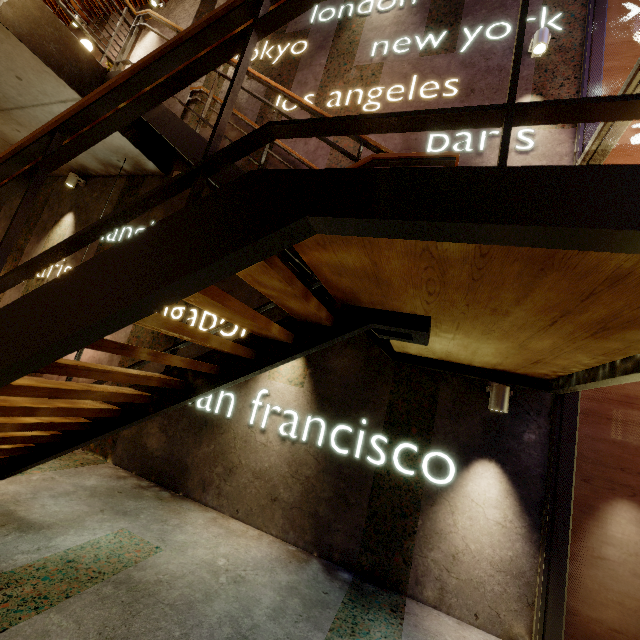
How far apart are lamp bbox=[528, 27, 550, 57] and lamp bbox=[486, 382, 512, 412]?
4.14m

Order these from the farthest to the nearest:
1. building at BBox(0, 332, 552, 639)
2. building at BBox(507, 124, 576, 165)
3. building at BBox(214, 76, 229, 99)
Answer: building at BBox(214, 76, 229, 99), building at BBox(507, 124, 576, 165), building at BBox(0, 332, 552, 639)

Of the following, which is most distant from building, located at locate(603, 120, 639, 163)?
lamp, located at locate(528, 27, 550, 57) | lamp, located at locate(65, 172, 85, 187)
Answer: lamp, located at locate(65, 172, 85, 187)

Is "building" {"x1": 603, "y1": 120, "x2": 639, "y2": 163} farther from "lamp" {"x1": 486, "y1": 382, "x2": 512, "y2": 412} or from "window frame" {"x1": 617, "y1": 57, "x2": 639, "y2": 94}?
"lamp" {"x1": 486, "y1": 382, "x2": 512, "y2": 412}

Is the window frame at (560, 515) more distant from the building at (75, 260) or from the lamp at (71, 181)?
the lamp at (71, 181)

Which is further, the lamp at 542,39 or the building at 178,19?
the building at 178,19

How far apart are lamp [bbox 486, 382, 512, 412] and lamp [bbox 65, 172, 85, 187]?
7.82m

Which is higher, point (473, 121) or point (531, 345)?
point (473, 121)
